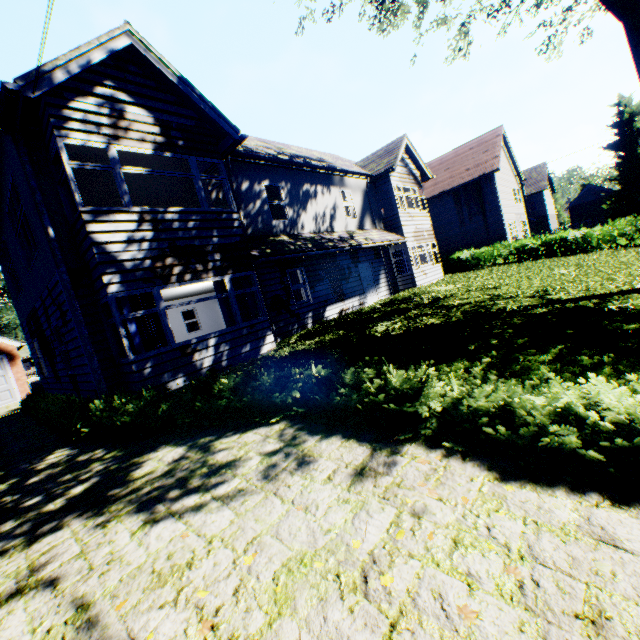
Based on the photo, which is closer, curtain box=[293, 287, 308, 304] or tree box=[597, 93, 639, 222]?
curtain box=[293, 287, 308, 304]

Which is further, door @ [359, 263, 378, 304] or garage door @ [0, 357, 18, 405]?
garage door @ [0, 357, 18, 405]

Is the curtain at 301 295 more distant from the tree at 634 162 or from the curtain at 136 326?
the tree at 634 162

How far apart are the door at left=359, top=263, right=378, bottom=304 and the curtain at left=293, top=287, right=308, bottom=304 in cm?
381

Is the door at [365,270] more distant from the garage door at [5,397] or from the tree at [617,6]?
the garage door at [5,397]

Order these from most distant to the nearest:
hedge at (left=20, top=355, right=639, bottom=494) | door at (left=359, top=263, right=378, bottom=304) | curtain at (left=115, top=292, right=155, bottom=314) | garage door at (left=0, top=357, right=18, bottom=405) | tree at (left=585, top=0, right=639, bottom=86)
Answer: garage door at (left=0, top=357, right=18, bottom=405) < door at (left=359, top=263, right=378, bottom=304) < tree at (left=585, top=0, right=639, bottom=86) < curtain at (left=115, top=292, right=155, bottom=314) < hedge at (left=20, top=355, right=639, bottom=494)

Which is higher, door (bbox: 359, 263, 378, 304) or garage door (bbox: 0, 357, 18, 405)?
door (bbox: 359, 263, 378, 304)

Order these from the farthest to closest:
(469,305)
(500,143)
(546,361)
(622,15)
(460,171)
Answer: (460,171), (500,143), (469,305), (622,15), (546,361)
